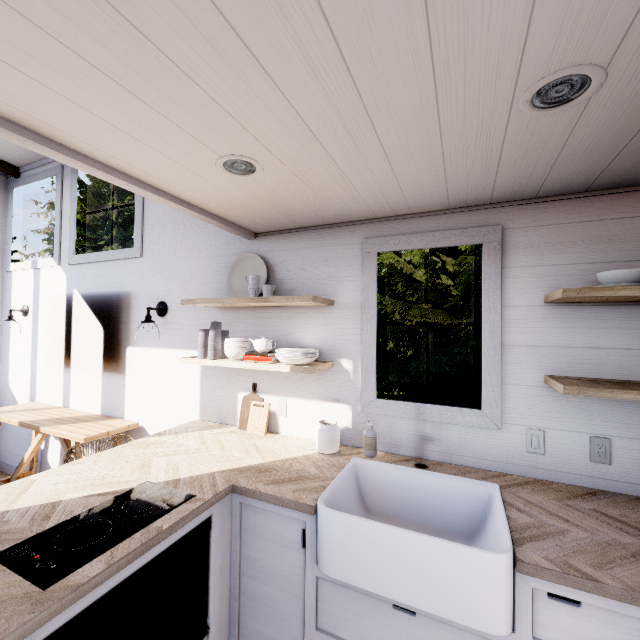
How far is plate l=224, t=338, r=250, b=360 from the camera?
2.3m

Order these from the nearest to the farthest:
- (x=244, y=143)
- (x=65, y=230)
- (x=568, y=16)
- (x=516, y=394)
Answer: (x=568, y=16), (x=244, y=143), (x=516, y=394), (x=65, y=230)

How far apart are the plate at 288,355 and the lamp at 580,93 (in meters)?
1.53

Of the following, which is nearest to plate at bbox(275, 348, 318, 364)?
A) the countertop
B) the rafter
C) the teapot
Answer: the teapot

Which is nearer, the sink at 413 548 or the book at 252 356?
the sink at 413 548

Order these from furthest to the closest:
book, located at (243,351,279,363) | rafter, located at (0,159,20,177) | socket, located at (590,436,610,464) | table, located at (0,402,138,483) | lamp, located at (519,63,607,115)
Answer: rafter, located at (0,159,20,177) < table, located at (0,402,138,483) < book, located at (243,351,279,363) < socket, located at (590,436,610,464) < lamp, located at (519,63,607,115)

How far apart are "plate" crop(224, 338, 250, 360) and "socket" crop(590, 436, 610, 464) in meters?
2.1 m

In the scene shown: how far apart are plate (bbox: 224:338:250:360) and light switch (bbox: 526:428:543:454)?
1.8m
